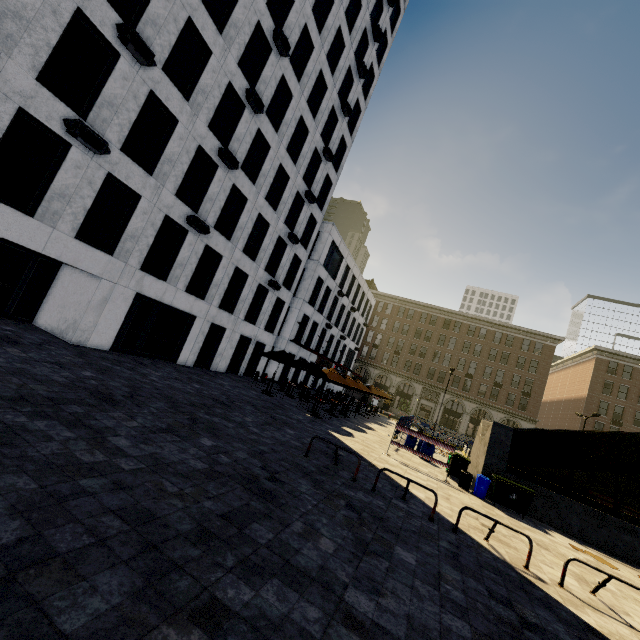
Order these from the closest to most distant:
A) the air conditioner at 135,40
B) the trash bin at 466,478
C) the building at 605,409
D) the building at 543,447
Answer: the air conditioner at 135,40 → the trash bin at 466,478 → the building at 605,409 → the building at 543,447

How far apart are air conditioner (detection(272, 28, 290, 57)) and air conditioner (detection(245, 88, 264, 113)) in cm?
347

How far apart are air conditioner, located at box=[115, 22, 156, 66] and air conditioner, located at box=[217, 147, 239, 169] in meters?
4.2

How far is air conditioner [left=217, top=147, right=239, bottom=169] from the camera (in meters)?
16.55

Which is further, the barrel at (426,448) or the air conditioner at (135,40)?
the barrel at (426,448)

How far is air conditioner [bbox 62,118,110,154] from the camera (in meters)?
10.73

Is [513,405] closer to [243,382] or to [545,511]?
[545,511]

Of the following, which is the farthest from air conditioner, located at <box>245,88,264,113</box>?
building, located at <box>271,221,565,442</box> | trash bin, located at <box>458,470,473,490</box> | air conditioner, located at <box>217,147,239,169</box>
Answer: building, located at <box>271,221,565,442</box>
